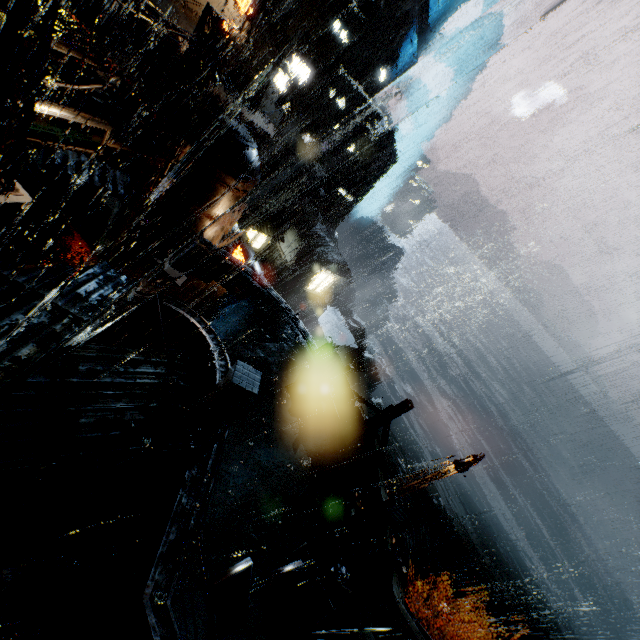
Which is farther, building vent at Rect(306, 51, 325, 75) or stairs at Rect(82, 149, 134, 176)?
building vent at Rect(306, 51, 325, 75)

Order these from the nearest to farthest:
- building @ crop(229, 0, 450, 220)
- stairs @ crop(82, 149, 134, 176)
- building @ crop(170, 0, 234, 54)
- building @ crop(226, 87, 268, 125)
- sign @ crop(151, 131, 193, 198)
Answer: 1. building @ crop(170, 0, 234, 54)
2. sign @ crop(151, 131, 193, 198)
3. stairs @ crop(82, 149, 134, 176)
4. building @ crop(226, 87, 268, 125)
5. building @ crop(229, 0, 450, 220)

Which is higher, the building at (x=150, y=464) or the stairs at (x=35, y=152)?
the building at (x=150, y=464)

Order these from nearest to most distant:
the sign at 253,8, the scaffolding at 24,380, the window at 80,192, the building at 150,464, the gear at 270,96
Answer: the scaffolding at 24,380
the building at 150,464
the window at 80,192
the sign at 253,8
the gear at 270,96

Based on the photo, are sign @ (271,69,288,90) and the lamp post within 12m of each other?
no

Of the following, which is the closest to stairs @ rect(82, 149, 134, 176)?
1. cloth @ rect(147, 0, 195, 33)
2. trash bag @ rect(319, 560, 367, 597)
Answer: cloth @ rect(147, 0, 195, 33)

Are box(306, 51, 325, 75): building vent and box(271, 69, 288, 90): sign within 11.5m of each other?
yes

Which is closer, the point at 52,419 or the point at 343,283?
the point at 52,419
